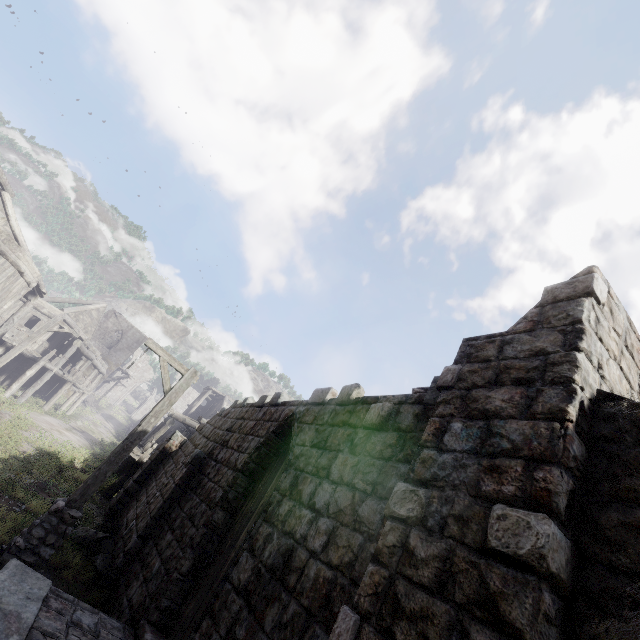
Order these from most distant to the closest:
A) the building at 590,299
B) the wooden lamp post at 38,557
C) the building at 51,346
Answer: the building at 51,346
the wooden lamp post at 38,557
the building at 590,299

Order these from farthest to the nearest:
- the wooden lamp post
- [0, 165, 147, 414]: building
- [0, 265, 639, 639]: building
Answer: [0, 165, 147, 414]: building
the wooden lamp post
[0, 265, 639, 639]: building

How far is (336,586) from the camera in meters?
3.2 m

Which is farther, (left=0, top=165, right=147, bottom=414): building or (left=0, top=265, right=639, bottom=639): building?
(left=0, top=165, right=147, bottom=414): building

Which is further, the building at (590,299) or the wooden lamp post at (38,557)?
the wooden lamp post at (38,557)

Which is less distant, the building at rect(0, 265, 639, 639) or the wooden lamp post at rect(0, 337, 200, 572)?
the building at rect(0, 265, 639, 639)
